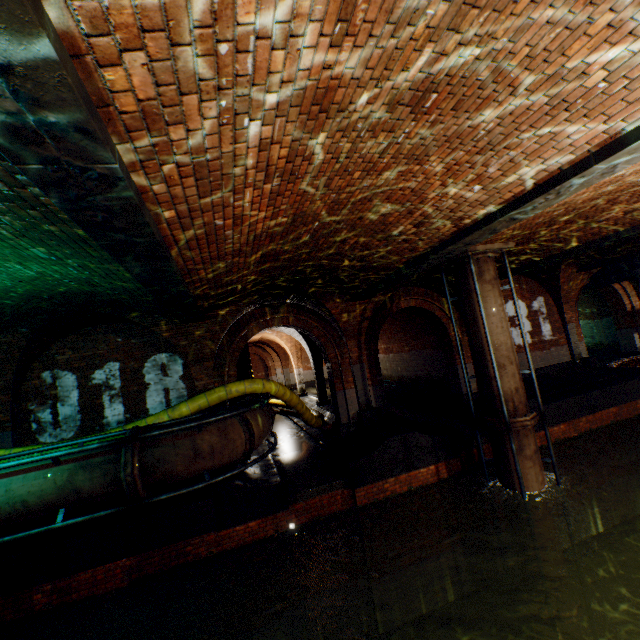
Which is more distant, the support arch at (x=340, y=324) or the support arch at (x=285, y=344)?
the support arch at (x=285, y=344)

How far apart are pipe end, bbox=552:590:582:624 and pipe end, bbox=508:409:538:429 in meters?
4.0 m

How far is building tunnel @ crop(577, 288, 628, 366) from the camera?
16.38m

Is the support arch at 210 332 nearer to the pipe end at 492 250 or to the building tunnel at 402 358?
the building tunnel at 402 358

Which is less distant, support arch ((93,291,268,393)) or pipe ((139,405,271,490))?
pipe ((139,405,271,490))

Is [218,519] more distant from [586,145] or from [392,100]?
[586,145]

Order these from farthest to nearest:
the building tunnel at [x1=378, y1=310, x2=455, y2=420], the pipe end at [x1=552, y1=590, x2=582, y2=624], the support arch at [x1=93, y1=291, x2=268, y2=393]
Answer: the building tunnel at [x1=378, y1=310, x2=455, y2=420] < the support arch at [x1=93, y1=291, x2=268, y2=393] < the pipe end at [x1=552, y1=590, x2=582, y2=624]

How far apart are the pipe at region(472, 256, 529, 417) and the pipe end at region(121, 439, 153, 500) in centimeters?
758cm
